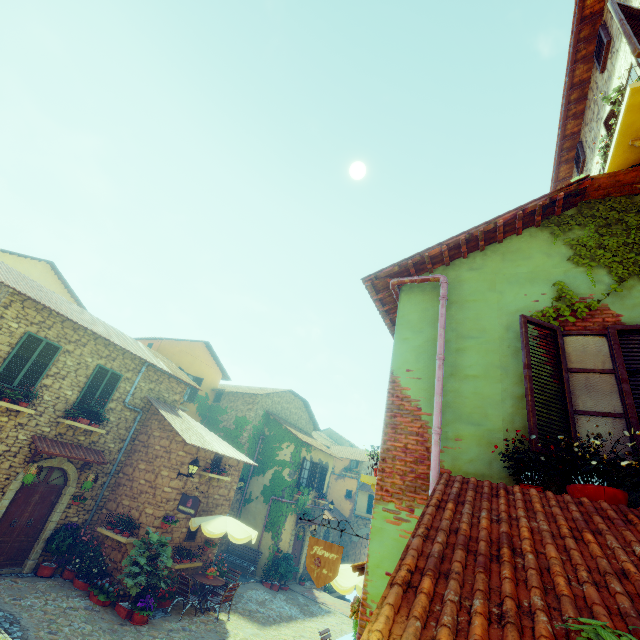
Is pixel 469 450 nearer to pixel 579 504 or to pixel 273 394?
pixel 579 504

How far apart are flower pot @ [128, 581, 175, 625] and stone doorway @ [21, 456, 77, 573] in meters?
3.4 m

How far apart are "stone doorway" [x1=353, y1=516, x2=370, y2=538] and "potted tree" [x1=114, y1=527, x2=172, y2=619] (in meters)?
21.41

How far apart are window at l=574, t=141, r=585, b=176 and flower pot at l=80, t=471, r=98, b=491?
17.4 meters

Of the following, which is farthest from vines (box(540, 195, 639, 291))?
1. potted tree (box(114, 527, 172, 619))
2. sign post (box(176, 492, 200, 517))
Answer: potted tree (box(114, 527, 172, 619))

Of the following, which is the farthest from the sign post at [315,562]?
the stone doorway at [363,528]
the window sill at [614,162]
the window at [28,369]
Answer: the stone doorway at [363,528]

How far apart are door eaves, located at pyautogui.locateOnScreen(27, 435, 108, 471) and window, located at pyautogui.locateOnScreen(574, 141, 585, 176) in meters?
17.0

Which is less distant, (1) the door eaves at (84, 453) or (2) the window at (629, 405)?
(2) the window at (629, 405)
